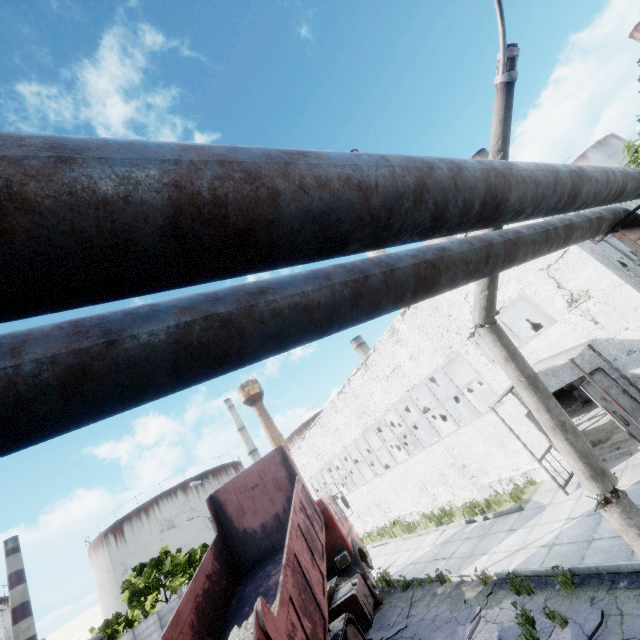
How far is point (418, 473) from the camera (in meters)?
16.16

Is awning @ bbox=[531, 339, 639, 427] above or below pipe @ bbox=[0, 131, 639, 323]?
below

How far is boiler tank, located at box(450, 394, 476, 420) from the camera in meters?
20.4

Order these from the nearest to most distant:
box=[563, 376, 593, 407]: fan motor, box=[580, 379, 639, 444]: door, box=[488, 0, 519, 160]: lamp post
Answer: box=[488, 0, 519, 160]: lamp post, box=[580, 379, 639, 444]: door, box=[563, 376, 593, 407]: fan motor

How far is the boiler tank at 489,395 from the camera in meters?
19.0

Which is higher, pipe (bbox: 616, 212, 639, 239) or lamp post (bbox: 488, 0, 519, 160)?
lamp post (bbox: 488, 0, 519, 160)

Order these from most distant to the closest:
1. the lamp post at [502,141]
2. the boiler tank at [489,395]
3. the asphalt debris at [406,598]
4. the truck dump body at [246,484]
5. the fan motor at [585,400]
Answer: the boiler tank at [489,395] → the fan motor at [585,400] → the asphalt debris at [406,598] → the truck dump body at [246,484] → the lamp post at [502,141]

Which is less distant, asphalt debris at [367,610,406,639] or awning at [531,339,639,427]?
awning at [531,339,639,427]
